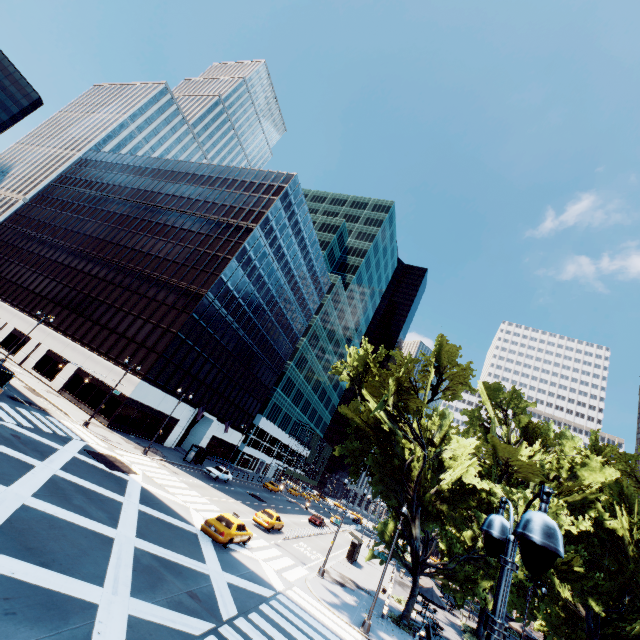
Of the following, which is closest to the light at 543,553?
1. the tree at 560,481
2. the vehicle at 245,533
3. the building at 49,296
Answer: the tree at 560,481

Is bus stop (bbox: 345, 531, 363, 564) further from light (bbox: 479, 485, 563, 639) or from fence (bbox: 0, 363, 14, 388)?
A: light (bbox: 479, 485, 563, 639)

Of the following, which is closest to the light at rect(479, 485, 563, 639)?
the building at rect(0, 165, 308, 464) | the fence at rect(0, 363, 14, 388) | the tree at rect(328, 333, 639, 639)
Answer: the tree at rect(328, 333, 639, 639)

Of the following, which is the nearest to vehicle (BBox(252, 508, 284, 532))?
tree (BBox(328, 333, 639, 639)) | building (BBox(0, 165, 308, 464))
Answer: tree (BBox(328, 333, 639, 639))

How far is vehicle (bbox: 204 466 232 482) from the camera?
40.6m

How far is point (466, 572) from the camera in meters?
24.2 m

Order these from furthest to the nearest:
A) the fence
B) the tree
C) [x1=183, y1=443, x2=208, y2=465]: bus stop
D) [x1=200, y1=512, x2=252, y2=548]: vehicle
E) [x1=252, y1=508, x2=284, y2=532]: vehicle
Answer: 1. [x1=183, y1=443, x2=208, y2=465]: bus stop
2. [x1=252, y1=508, x2=284, y2=532]: vehicle
3. the fence
4. the tree
5. [x1=200, y1=512, x2=252, y2=548]: vehicle

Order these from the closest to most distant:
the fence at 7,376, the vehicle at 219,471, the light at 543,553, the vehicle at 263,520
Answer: the light at 543,553
the fence at 7,376
the vehicle at 263,520
the vehicle at 219,471
